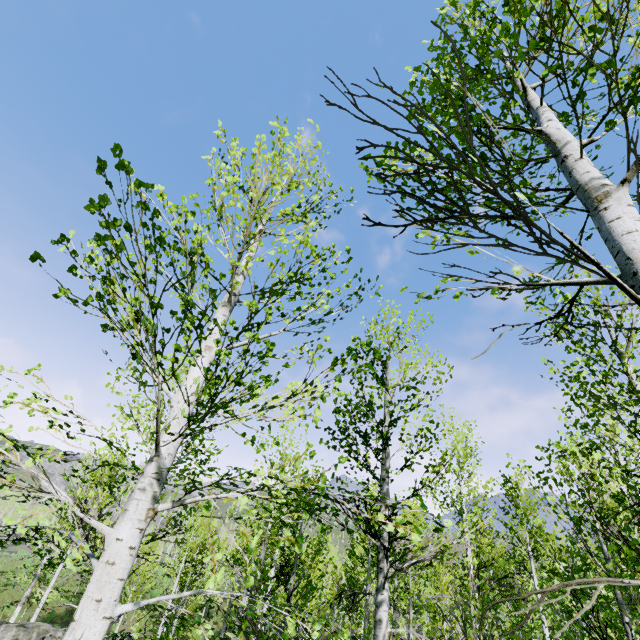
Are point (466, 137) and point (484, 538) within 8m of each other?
no
